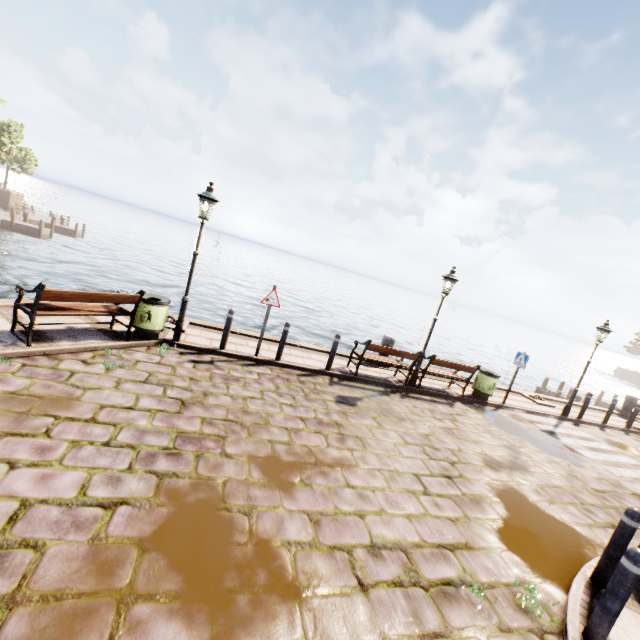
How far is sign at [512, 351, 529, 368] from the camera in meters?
10.9 m

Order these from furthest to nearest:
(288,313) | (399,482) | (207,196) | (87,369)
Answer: (288,313), (207,196), (87,369), (399,482)

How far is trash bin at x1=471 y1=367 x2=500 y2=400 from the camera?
10.75m

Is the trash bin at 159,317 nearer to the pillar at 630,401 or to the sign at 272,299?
the sign at 272,299

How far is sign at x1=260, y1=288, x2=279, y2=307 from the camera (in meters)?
8.26

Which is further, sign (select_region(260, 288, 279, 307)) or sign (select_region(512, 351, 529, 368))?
sign (select_region(512, 351, 529, 368))

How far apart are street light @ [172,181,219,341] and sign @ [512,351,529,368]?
10.8 meters

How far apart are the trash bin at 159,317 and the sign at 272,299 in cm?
214
